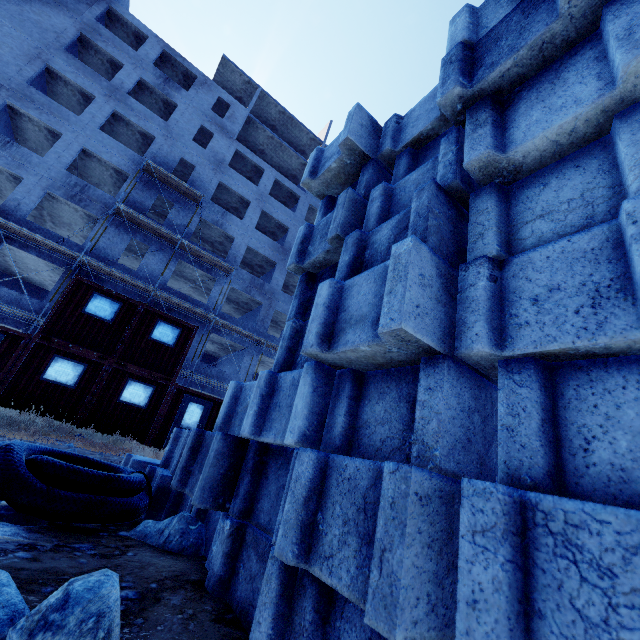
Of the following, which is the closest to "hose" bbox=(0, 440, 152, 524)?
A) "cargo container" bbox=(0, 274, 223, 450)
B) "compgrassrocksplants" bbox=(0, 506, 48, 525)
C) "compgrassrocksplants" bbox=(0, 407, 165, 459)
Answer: "compgrassrocksplants" bbox=(0, 506, 48, 525)

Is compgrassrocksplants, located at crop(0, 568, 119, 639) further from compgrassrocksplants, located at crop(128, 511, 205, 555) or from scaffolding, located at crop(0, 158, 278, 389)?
scaffolding, located at crop(0, 158, 278, 389)

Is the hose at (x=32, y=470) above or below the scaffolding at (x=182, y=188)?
below

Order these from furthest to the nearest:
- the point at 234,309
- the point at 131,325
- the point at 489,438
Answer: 1. the point at 234,309
2. the point at 131,325
3. the point at 489,438

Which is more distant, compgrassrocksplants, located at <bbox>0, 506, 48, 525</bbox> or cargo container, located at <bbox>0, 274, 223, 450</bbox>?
cargo container, located at <bbox>0, 274, 223, 450</bbox>

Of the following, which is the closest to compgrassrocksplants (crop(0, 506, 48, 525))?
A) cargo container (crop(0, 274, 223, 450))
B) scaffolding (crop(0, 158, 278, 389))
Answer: cargo container (crop(0, 274, 223, 450))

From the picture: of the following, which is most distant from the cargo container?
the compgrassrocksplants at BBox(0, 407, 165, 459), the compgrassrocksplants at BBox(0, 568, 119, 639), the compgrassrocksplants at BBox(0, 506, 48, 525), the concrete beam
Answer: the compgrassrocksplants at BBox(0, 568, 119, 639)

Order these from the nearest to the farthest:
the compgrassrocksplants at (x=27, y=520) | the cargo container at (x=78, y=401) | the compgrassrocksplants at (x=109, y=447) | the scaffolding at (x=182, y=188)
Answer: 1. the compgrassrocksplants at (x=27, y=520)
2. the compgrassrocksplants at (x=109, y=447)
3. the cargo container at (x=78, y=401)
4. the scaffolding at (x=182, y=188)
